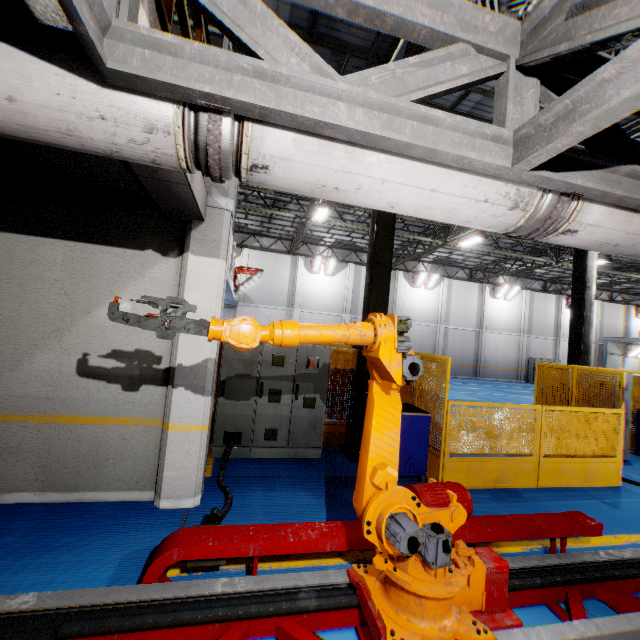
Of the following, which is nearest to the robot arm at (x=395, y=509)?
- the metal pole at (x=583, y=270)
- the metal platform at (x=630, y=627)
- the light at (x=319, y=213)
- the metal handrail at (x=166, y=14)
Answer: the metal platform at (x=630, y=627)

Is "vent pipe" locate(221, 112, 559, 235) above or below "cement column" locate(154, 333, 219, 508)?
above

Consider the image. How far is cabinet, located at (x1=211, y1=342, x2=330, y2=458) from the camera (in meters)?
5.91

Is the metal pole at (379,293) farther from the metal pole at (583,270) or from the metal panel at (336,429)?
the metal pole at (583,270)

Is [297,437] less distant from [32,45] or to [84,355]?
[84,355]

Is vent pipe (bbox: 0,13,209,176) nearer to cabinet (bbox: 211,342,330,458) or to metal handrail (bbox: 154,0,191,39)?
metal handrail (bbox: 154,0,191,39)

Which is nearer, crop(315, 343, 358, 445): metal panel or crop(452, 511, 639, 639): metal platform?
crop(452, 511, 639, 639): metal platform

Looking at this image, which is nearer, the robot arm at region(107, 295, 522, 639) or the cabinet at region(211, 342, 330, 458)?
the robot arm at region(107, 295, 522, 639)
